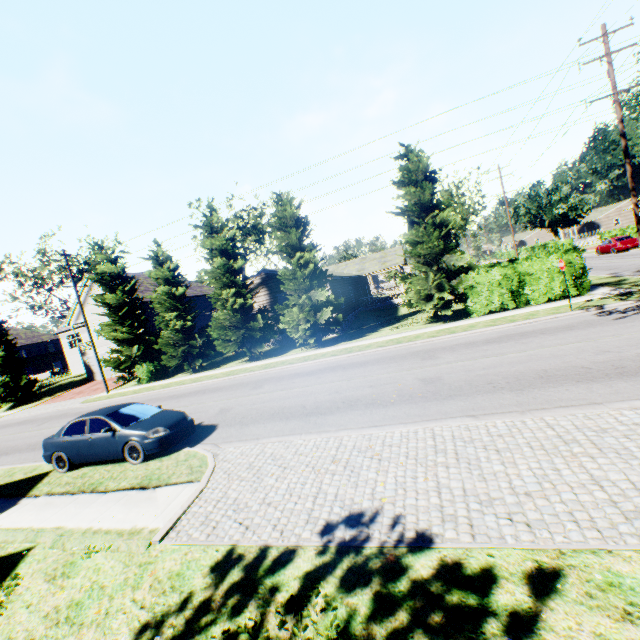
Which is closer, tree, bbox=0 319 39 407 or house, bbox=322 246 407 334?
house, bbox=322 246 407 334

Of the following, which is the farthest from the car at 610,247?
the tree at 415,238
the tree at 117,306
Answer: the tree at 117,306

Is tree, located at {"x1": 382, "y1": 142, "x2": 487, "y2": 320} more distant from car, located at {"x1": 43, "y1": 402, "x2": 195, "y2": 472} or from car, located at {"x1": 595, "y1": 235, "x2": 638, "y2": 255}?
car, located at {"x1": 595, "y1": 235, "x2": 638, "y2": 255}

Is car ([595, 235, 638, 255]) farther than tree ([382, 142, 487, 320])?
Yes

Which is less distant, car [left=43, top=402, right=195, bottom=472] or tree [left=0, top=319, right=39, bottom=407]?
car [left=43, top=402, right=195, bottom=472]

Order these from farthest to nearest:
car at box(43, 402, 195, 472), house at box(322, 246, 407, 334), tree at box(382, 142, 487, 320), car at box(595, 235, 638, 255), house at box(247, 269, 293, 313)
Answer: car at box(595, 235, 638, 255), house at box(322, 246, 407, 334), house at box(247, 269, 293, 313), tree at box(382, 142, 487, 320), car at box(43, 402, 195, 472)

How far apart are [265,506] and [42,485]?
8.4m

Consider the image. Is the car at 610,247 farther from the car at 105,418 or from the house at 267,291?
the car at 105,418
